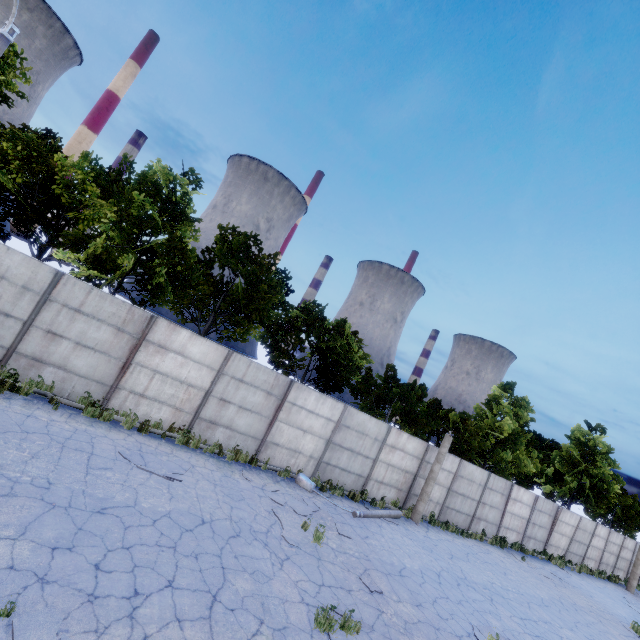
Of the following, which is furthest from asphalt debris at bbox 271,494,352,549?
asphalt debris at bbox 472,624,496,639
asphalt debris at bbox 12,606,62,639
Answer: asphalt debris at bbox 12,606,62,639

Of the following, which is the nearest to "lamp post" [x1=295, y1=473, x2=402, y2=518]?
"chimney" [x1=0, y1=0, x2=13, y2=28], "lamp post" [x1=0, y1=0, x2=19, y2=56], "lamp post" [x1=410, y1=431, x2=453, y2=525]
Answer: "lamp post" [x1=410, y1=431, x2=453, y2=525]

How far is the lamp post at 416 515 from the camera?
16.16m

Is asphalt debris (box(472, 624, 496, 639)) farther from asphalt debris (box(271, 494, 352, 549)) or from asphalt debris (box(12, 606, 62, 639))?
asphalt debris (box(12, 606, 62, 639))

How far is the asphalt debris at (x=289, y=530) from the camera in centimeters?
920cm

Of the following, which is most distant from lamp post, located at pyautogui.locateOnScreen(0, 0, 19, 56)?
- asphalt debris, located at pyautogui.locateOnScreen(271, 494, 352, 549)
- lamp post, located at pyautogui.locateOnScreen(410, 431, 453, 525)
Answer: lamp post, located at pyautogui.locateOnScreen(410, 431, 453, 525)

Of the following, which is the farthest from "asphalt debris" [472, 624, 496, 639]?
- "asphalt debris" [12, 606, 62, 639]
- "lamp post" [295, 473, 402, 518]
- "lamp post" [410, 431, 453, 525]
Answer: "asphalt debris" [12, 606, 62, 639]

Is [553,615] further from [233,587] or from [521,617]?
[233,587]
